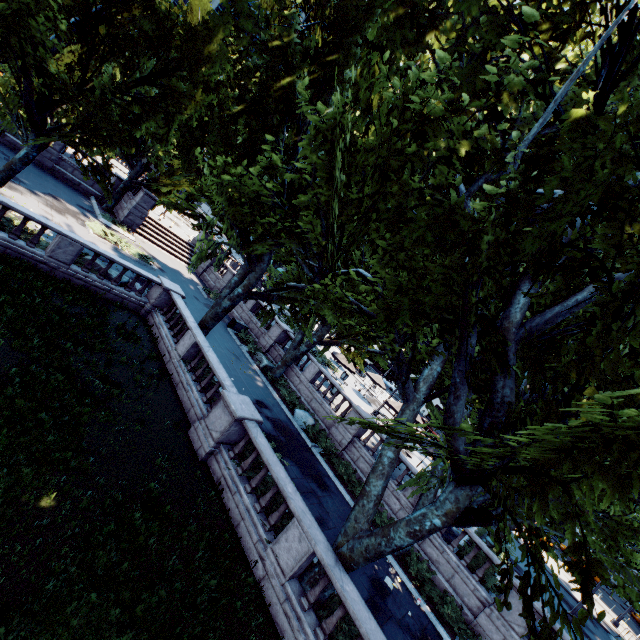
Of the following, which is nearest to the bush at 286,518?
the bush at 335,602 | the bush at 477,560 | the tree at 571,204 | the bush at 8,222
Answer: the tree at 571,204

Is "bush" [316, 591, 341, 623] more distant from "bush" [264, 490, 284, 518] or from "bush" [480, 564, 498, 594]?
"bush" [480, 564, 498, 594]

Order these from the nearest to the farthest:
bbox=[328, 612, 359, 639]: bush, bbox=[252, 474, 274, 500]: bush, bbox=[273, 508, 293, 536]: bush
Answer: bbox=[328, 612, 359, 639]: bush, bbox=[273, 508, 293, 536]: bush, bbox=[252, 474, 274, 500]: bush

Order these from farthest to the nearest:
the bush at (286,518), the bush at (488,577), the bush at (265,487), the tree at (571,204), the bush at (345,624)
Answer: the bush at (488,577) → the bush at (265,487) → the bush at (286,518) → the bush at (345,624) → the tree at (571,204)

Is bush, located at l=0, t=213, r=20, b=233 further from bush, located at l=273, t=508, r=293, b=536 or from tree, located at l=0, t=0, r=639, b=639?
bush, located at l=273, t=508, r=293, b=536

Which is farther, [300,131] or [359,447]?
[359,447]

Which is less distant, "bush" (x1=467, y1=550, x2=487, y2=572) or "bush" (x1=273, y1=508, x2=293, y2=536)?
"bush" (x1=273, y1=508, x2=293, y2=536)

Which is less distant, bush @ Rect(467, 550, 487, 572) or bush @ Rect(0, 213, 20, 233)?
bush @ Rect(0, 213, 20, 233)
